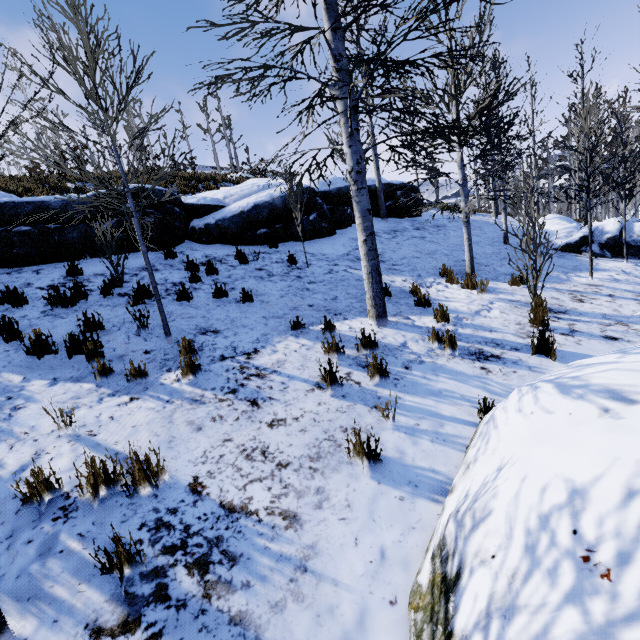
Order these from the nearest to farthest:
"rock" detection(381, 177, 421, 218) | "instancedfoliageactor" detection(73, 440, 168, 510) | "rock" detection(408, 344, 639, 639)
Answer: "rock" detection(408, 344, 639, 639) → "instancedfoliageactor" detection(73, 440, 168, 510) → "rock" detection(381, 177, 421, 218)

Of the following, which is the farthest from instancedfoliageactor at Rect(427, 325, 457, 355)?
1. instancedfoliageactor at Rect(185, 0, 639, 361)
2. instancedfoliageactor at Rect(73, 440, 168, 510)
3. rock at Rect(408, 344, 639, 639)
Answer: instancedfoliageactor at Rect(185, 0, 639, 361)

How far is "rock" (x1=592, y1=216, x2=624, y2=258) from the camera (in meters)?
11.76

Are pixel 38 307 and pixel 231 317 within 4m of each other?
yes

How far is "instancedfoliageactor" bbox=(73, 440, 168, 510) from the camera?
2.53m

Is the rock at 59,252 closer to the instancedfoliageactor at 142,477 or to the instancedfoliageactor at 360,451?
the instancedfoliageactor at 142,477

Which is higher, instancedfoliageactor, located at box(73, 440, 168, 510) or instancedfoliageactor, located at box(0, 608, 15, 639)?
instancedfoliageactor, located at box(73, 440, 168, 510)

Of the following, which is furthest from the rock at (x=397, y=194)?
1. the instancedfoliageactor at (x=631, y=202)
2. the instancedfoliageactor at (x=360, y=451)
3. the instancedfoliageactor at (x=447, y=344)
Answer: the instancedfoliageactor at (x=360, y=451)
